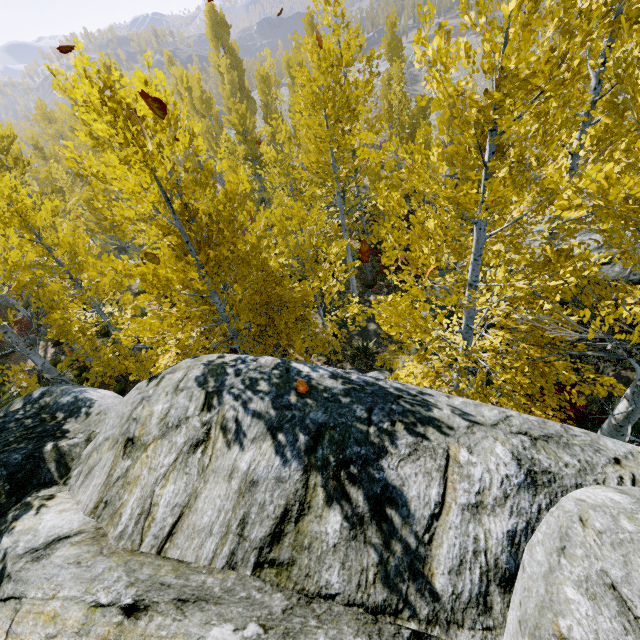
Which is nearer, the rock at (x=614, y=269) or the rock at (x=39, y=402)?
the rock at (x=39, y=402)

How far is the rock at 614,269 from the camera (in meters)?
10.24

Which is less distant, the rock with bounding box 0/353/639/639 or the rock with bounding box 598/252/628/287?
the rock with bounding box 0/353/639/639

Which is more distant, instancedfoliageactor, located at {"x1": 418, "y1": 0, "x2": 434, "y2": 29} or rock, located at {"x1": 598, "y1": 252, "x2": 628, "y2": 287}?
rock, located at {"x1": 598, "y1": 252, "x2": 628, "y2": 287}

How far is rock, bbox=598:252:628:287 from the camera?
10.2 meters

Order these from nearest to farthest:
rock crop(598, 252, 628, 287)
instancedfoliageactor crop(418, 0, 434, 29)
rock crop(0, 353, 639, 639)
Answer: rock crop(0, 353, 639, 639)
instancedfoliageactor crop(418, 0, 434, 29)
rock crop(598, 252, 628, 287)

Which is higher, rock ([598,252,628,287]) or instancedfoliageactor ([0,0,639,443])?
instancedfoliageactor ([0,0,639,443])

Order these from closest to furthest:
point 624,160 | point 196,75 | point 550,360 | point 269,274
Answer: point 550,360 → point 269,274 → point 624,160 → point 196,75
